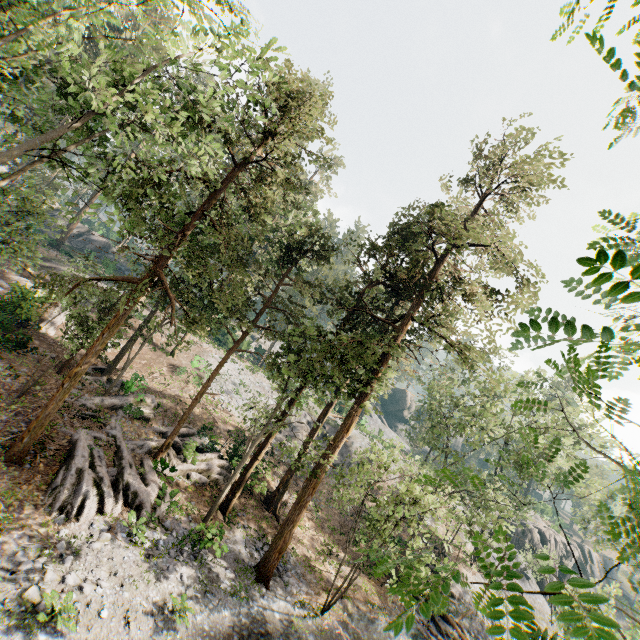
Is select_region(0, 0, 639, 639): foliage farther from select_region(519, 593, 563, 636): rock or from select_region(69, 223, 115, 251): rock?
select_region(519, 593, 563, 636): rock

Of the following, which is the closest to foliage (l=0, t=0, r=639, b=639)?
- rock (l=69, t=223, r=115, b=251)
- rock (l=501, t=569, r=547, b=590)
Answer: rock (l=69, t=223, r=115, b=251)

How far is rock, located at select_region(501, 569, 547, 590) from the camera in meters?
37.7

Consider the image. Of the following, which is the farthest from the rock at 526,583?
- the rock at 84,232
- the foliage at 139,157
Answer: the rock at 84,232

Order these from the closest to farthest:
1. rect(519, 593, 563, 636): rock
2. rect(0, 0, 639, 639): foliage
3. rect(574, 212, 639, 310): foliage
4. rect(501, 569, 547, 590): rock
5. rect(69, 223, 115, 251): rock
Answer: rect(574, 212, 639, 310): foliage → rect(0, 0, 639, 639): foliage → rect(519, 593, 563, 636): rock → rect(501, 569, 547, 590): rock → rect(69, 223, 115, 251): rock

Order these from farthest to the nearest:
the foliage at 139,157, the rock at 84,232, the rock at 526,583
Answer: the rock at 84,232
the rock at 526,583
the foliage at 139,157

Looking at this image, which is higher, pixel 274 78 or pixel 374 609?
pixel 274 78
